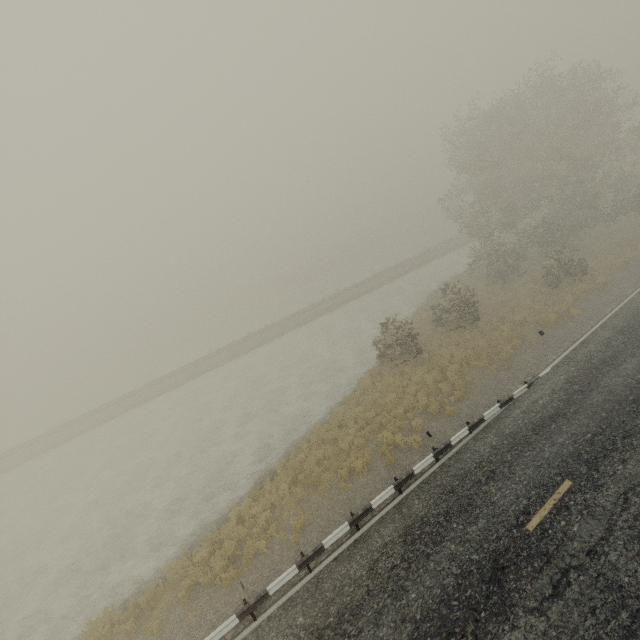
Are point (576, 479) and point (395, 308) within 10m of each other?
no
